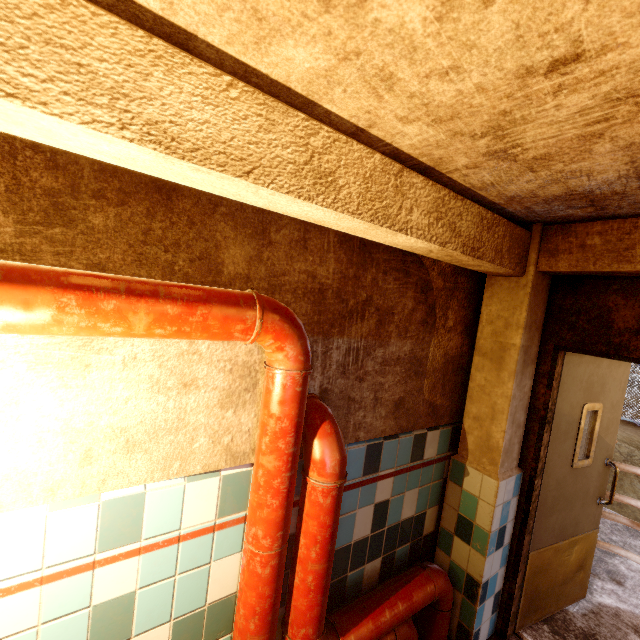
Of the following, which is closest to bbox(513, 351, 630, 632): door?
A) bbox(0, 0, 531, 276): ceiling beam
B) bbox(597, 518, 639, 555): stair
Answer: bbox(597, 518, 639, 555): stair

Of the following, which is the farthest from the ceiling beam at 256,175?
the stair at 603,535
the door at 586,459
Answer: the stair at 603,535

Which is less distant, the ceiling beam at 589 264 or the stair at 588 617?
the ceiling beam at 589 264

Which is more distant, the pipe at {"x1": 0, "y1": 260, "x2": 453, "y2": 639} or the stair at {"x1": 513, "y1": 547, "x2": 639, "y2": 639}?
the stair at {"x1": 513, "y1": 547, "x2": 639, "y2": 639}

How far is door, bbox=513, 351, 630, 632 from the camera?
2.4m

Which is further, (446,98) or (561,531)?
(561,531)

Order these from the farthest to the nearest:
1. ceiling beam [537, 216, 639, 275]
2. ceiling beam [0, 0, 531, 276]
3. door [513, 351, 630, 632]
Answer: door [513, 351, 630, 632], ceiling beam [537, 216, 639, 275], ceiling beam [0, 0, 531, 276]

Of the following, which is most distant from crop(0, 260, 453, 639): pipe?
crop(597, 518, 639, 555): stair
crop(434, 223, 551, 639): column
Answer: crop(597, 518, 639, 555): stair
